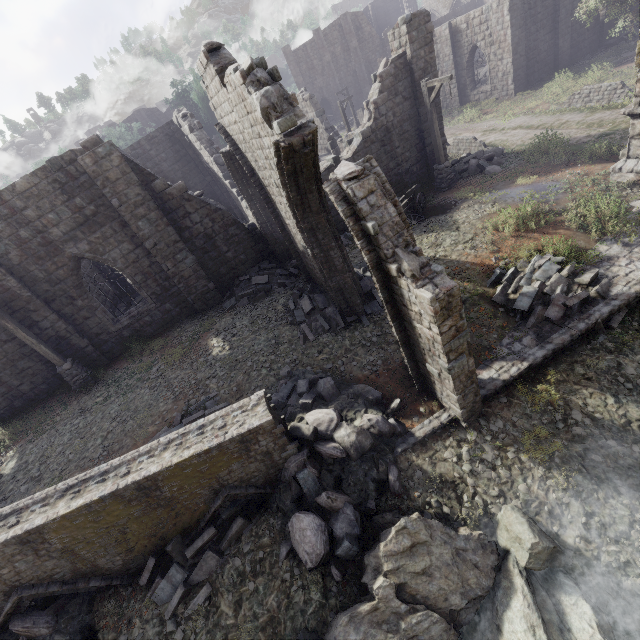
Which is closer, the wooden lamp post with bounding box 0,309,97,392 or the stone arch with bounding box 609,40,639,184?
the stone arch with bounding box 609,40,639,184

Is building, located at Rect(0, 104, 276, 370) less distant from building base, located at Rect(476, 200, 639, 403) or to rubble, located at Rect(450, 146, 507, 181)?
rubble, located at Rect(450, 146, 507, 181)

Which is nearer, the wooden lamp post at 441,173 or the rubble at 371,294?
the rubble at 371,294

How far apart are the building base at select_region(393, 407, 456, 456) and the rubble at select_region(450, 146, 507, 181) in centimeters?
1318cm

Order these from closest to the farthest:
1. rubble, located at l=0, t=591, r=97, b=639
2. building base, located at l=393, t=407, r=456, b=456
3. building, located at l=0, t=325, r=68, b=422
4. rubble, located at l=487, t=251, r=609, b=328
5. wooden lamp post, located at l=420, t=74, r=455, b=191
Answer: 1. rubble, located at l=0, t=591, r=97, b=639
2. building base, located at l=393, t=407, r=456, b=456
3. rubble, located at l=487, t=251, r=609, b=328
4. building, located at l=0, t=325, r=68, b=422
5. wooden lamp post, located at l=420, t=74, r=455, b=191

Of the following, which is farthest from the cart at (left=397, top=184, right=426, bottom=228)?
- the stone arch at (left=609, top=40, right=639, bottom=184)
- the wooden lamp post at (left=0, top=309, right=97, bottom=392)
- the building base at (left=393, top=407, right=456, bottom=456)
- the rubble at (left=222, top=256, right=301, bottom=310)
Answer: the wooden lamp post at (left=0, top=309, right=97, bottom=392)

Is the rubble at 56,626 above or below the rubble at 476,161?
above

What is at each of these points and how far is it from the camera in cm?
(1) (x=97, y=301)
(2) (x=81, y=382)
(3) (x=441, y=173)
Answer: (1) building, 1345
(2) wooden lamp post, 1277
(3) wooden lamp post, 1555
